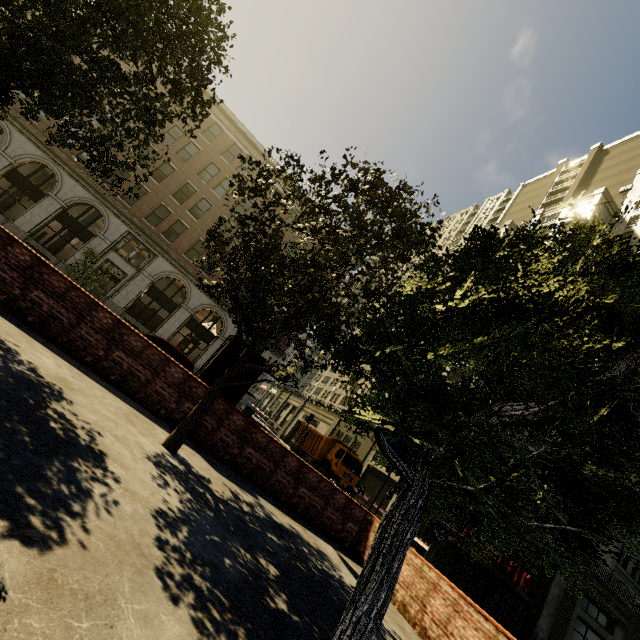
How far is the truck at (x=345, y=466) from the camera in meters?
23.0

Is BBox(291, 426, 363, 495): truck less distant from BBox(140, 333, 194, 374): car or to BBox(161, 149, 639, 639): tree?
BBox(140, 333, 194, 374): car

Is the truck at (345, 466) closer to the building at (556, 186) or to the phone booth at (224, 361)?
the building at (556, 186)

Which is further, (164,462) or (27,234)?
(27,234)

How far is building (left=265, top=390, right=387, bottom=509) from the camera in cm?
3062

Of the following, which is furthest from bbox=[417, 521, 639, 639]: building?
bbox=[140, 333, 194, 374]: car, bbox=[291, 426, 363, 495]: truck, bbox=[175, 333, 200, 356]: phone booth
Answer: bbox=[140, 333, 194, 374]: car

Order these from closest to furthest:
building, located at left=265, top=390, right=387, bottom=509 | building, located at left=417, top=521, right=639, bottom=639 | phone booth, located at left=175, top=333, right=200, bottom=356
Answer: building, located at left=417, top=521, right=639, bottom=639
phone booth, located at left=175, top=333, right=200, bottom=356
building, located at left=265, top=390, right=387, bottom=509

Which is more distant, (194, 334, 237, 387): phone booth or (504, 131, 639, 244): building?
(504, 131, 639, 244): building
